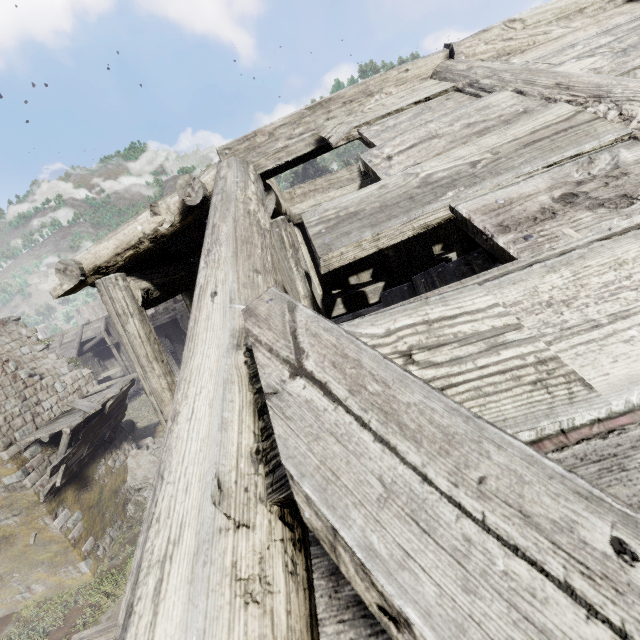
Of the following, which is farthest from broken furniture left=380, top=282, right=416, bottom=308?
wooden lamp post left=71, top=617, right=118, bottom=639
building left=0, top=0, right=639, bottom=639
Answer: wooden lamp post left=71, top=617, right=118, bottom=639

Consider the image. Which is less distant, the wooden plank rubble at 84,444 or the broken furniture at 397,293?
the broken furniture at 397,293

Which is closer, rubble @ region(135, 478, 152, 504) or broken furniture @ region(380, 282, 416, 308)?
broken furniture @ region(380, 282, 416, 308)

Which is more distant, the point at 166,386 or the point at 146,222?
the point at 166,386

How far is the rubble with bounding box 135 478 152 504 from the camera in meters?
16.6

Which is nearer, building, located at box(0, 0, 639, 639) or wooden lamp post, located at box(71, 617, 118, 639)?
building, located at box(0, 0, 639, 639)

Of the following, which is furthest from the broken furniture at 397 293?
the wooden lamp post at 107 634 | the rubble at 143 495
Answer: the rubble at 143 495

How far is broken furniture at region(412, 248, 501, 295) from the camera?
2.96m
